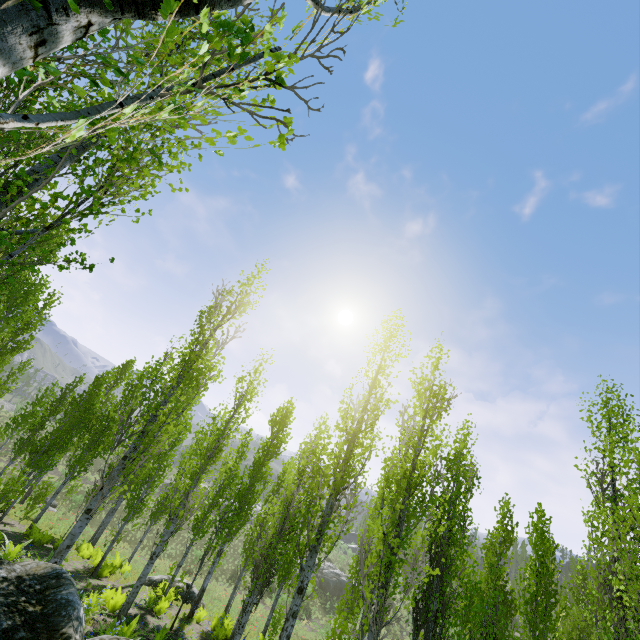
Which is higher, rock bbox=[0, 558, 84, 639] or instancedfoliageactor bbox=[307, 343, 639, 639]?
instancedfoliageactor bbox=[307, 343, 639, 639]

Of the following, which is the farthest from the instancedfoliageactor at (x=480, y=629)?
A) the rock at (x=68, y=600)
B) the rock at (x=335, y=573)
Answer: the rock at (x=335, y=573)

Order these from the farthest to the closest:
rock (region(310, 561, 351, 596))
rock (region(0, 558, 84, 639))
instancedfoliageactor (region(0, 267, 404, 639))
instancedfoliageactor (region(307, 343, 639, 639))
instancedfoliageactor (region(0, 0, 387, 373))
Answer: rock (region(310, 561, 351, 596)) < instancedfoliageactor (region(0, 267, 404, 639)) < instancedfoliageactor (region(307, 343, 639, 639)) < rock (region(0, 558, 84, 639)) < instancedfoliageactor (region(0, 0, 387, 373))

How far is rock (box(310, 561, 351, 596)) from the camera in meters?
41.0

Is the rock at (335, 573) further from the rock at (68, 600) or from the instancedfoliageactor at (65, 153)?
the rock at (68, 600)

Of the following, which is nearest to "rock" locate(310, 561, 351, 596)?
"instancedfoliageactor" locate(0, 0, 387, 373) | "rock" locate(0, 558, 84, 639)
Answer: "instancedfoliageactor" locate(0, 0, 387, 373)

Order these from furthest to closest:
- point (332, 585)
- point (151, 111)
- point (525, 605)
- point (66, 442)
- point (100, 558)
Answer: point (332, 585) → point (66, 442) → point (100, 558) → point (525, 605) → point (151, 111)
